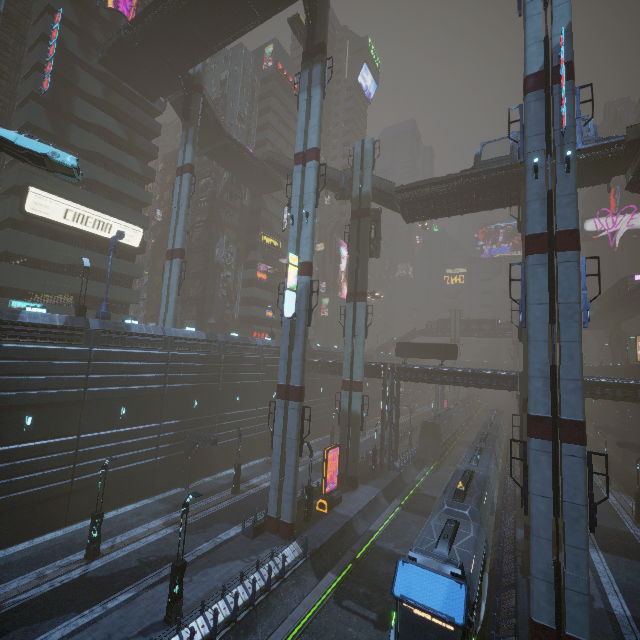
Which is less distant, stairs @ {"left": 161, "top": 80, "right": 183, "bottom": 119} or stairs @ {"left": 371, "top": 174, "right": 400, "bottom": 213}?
stairs @ {"left": 371, "top": 174, "right": 400, "bottom": 213}

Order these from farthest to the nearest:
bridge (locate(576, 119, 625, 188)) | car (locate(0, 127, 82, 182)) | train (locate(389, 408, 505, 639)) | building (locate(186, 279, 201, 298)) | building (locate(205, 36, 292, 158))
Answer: building (locate(205, 36, 292, 158))
building (locate(186, 279, 201, 298))
bridge (locate(576, 119, 625, 188))
car (locate(0, 127, 82, 182))
train (locate(389, 408, 505, 639))

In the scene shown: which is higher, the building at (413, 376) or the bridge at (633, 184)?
the bridge at (633, 184)

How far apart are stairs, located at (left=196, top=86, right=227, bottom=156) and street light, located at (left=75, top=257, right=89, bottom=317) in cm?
2299

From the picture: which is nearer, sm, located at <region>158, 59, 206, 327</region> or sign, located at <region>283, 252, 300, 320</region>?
sign, located at <region>283, 252, 300, 320</region>

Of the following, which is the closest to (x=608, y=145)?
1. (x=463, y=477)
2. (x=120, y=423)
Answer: (x=463, y=477)

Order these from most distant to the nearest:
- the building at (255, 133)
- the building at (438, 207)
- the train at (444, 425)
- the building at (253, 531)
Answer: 1. the building at (255, 133)
2. the train at (444, 425)
3. the building at (438, 207)
4. the building at (253, 531)

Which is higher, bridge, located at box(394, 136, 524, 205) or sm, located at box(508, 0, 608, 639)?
bridge, located at box(394, 136, 524, 205)
